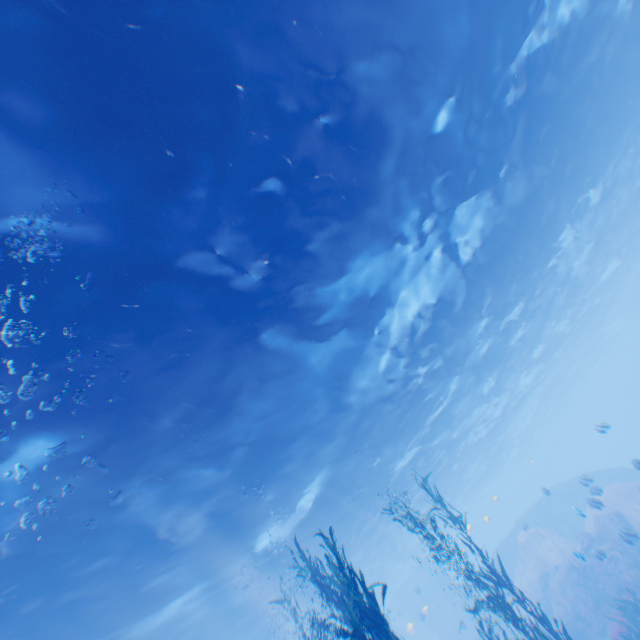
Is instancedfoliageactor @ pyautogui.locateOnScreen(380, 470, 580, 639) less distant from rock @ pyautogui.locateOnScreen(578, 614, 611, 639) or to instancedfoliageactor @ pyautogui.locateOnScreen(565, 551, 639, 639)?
rock @ pyautogui.locateOnScreen(578, 614, 611, 639)

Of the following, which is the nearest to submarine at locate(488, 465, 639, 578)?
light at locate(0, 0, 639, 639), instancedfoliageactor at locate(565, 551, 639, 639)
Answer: light at locate(0, 0, 639, 639)

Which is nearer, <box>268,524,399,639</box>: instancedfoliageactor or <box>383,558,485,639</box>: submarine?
<box>268,524,399,639</box>: instancedfoliageactor

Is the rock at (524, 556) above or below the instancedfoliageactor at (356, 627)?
below

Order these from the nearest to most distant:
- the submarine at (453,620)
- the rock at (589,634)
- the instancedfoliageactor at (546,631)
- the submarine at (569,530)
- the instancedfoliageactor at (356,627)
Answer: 1. the instancedfoliageactor at (356,627)
2. the instancedfoliageactor at (546,631)
3. the rock at (589,634)
4. the submarine at (569,530)
5. the submarine at (453,620)

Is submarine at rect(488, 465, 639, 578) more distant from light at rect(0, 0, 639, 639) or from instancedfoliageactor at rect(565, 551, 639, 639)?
instancedfoliageactor at rect(565, 551, 639, 639)

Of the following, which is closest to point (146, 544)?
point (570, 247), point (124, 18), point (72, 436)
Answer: point (72, 436)

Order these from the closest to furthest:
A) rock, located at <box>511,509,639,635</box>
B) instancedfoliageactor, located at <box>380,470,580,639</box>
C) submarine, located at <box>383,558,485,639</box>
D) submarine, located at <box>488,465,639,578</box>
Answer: instancedfoliageactor, located at <box>380,470,580,639</box>, rock, located at <box>511,509,639,635</box>, submarine, located at <box>488,465,639,578</box>, submarine, located at <box>383,558,485,639</box>
